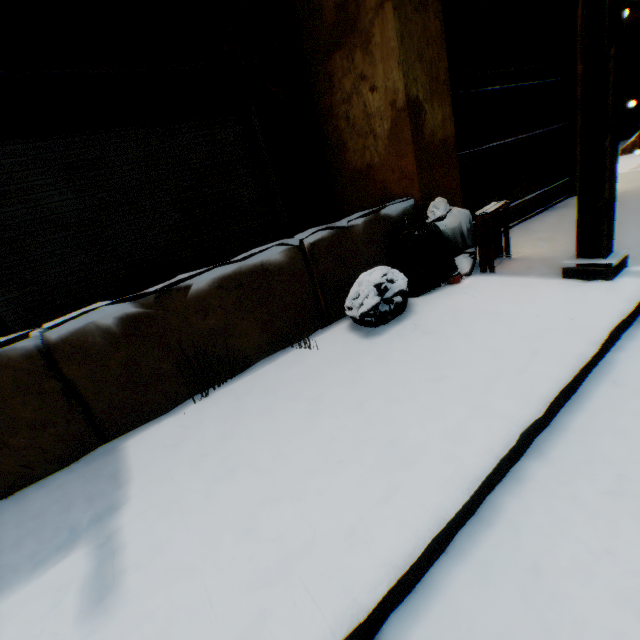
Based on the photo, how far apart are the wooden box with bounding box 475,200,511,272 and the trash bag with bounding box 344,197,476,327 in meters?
0.1

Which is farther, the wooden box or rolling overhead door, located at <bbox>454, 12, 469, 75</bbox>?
rolling overhead door, located at <bbox>454, 12, 469, 75</bbox>

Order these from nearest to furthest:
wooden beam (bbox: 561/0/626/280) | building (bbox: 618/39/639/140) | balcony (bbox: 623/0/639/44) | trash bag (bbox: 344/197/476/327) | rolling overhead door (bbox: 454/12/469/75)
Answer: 1. wooden beam (bbox: 561/0/626/280)
2. trash bag (bbox: 344/197/476/327)
3. rolling overhead door (bbox: 454/12/469/75)
4. balcony (bbox: 623/0/639/44)
5. building (bbox: 618/39/639/140)

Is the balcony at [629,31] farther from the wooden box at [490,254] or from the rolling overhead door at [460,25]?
the wooden box at [490,254]

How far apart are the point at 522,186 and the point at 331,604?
5.75m

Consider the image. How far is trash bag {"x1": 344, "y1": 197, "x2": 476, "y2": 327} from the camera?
2.7 meters

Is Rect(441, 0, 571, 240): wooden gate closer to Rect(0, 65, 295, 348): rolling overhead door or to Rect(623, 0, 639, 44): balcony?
Rect(0, 65, 295, 348): rolling overhead door

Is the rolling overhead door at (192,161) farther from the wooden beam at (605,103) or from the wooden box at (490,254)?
the wooden box at (490,254)
